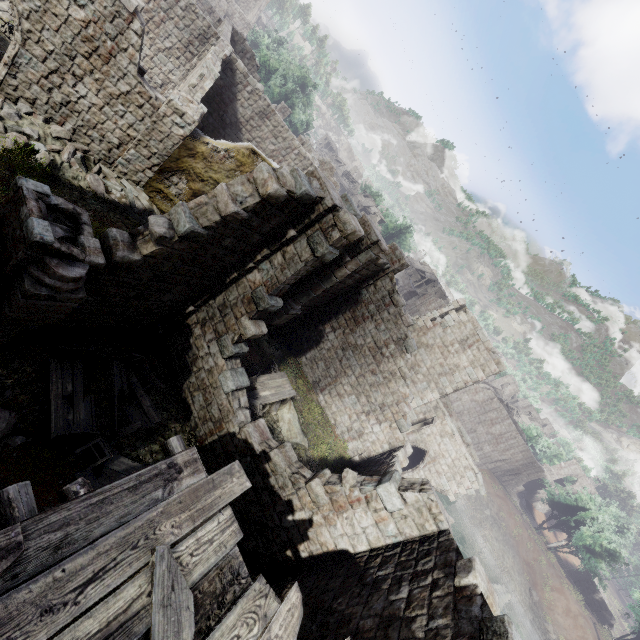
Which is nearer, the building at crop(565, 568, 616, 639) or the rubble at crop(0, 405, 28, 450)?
the rubble at crop(0, 405, 28, 450)

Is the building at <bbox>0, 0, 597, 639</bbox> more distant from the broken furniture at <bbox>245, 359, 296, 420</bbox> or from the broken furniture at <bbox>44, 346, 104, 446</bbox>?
the broken furniture at <bbox>245, 359, 296, 420</bbox>

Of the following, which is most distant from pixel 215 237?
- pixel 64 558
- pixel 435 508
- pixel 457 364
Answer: pixel 457 364

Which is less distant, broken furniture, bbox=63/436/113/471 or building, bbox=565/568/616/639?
broken furniture, bbox=63/436/113/471

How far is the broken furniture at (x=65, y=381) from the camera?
7.6 meters

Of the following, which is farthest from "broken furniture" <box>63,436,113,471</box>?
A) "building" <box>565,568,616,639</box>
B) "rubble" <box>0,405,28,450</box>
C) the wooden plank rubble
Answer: "building" <box>565,568,616,639</box>

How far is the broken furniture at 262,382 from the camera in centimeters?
1353cm

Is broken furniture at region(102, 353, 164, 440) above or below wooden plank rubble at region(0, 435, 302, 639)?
below
